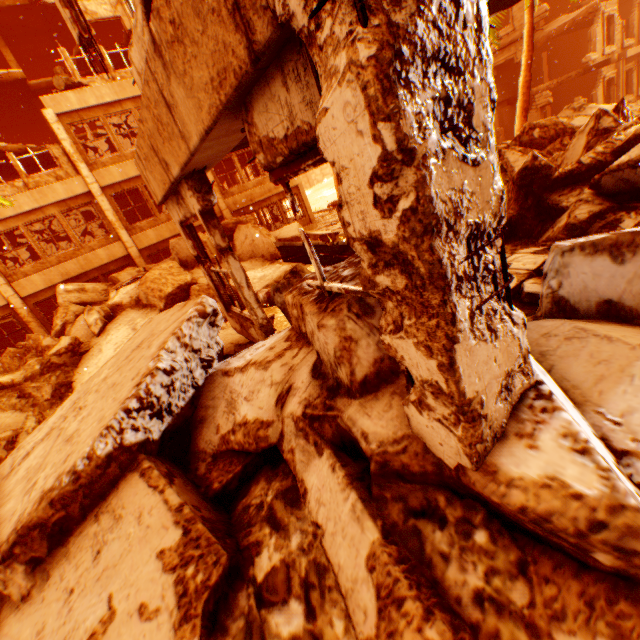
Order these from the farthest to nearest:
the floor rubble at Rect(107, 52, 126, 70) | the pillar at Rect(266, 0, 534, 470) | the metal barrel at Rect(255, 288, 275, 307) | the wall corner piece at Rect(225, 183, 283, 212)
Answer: the wall corner piece at Rect(225, 183, 283, 212) < the floor rubble at Rect(107, 52, 126, 70) < the metal barrel at Rect(255, 288, 275, 307) < the pillar at Rect(266, 0, 534, 470)

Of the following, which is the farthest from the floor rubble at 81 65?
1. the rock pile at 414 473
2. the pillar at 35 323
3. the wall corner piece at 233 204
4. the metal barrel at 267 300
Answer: the metal barrel at 267 300

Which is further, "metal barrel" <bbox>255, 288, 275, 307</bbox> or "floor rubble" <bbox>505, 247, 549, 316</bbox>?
"metal barrel" <bbox>255, 288, 275, 307</bbox>

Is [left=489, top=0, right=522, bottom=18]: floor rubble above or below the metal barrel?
above

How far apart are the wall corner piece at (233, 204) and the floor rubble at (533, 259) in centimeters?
1542cm

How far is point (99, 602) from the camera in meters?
2.1 m

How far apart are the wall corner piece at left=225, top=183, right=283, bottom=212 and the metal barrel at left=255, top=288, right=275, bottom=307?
9.8m

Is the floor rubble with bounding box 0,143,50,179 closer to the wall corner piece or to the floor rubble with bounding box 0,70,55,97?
the floor rubble with bounding box 0,70,55,97
